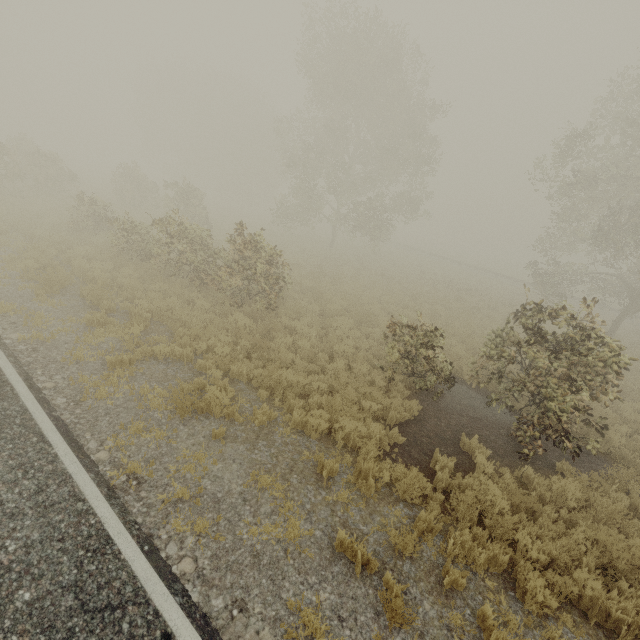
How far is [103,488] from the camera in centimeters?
458cm
